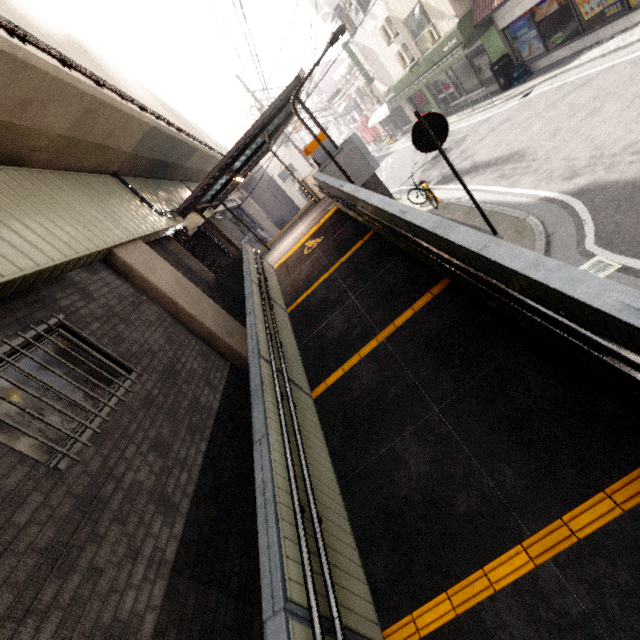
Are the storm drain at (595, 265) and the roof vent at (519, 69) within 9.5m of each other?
no

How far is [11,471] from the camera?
2.82m

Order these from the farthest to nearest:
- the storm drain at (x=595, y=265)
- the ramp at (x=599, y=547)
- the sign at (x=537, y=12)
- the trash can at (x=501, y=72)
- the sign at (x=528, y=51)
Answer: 1. the trash can at (x=501, y=72)
2. the sign at (x=528, y=51)
3. the sign at (x=537, y=12)
4. the storm drain at (x=595, y=265)
5. the ramp at (x=599, y=547)

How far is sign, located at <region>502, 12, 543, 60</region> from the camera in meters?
11.7 m

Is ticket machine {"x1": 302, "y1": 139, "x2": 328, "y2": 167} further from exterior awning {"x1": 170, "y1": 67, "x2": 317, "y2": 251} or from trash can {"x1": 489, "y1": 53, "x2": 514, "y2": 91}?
trash can {"x1": 489, "y1": 53, "x2": 514, "y2": 91}

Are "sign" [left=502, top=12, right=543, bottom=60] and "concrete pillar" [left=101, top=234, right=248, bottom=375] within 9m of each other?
no

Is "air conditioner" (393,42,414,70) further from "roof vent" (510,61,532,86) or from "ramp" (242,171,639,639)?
"ramp" (242,171,639,639)

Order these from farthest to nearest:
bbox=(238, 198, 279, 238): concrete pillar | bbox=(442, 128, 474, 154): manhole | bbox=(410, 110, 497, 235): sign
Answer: bbox=(238, 198, 279, 238): concrete pillar < bbox=(442, 128, 474, 154): manhole < bbox=(410, 110, 497, 235): sign
